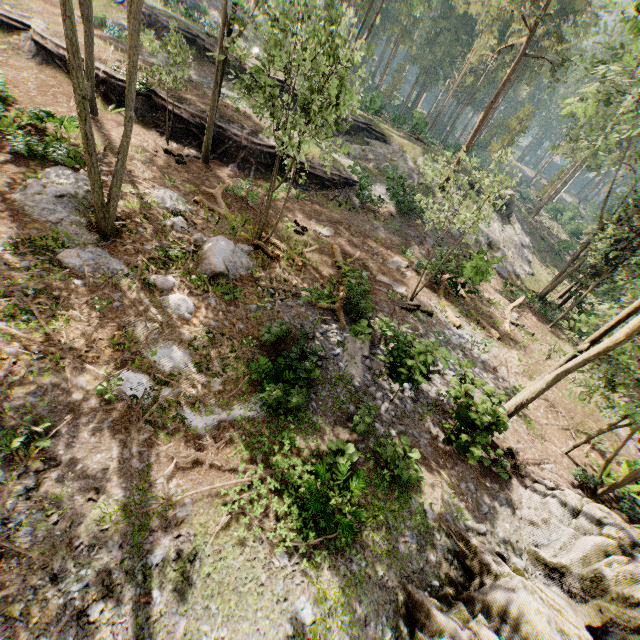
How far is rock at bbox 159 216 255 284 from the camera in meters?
12.1 m

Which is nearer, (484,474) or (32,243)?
(32,243)

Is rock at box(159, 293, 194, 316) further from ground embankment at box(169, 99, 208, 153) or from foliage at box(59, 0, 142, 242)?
ground embankment at box(169, 99, 208, 153)

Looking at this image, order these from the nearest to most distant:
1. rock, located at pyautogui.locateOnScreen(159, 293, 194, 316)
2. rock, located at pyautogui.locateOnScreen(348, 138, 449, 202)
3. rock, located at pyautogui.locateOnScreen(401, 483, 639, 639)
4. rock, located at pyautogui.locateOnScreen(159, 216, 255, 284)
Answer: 1. rock, located at pyautogui.locateOnScreen(401, 483, 639, 639)
2. rock, located at pyautogui.locateOnScreen(159, 293, 194, 316)
3. rock, located at pyautogui.locateOnScreen(159, 216, 255, 284)
4. rock, located at pyautogui.locateOnScreen(348, 138, 449, 202)

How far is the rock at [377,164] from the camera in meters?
28.9

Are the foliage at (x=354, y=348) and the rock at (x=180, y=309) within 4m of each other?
no

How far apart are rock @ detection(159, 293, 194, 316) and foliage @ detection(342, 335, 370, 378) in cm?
541

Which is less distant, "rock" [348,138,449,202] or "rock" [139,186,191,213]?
"rock" [139,186,191,213]
